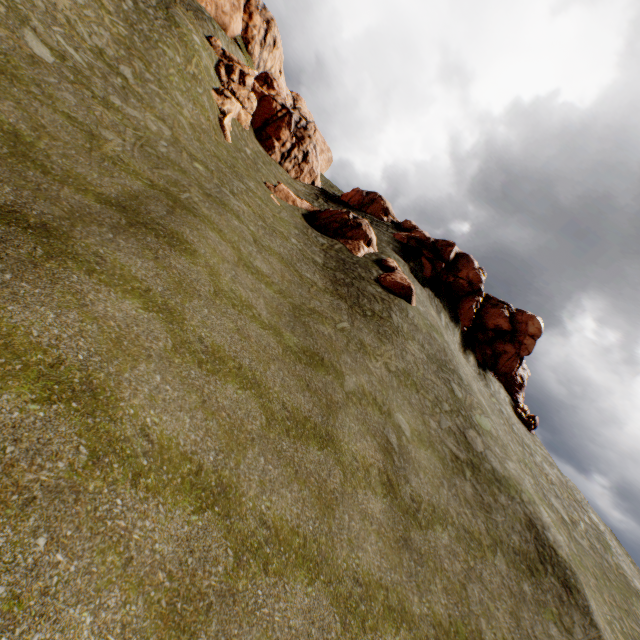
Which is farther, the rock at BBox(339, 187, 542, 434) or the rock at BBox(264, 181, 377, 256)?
the rock at BBox(339, 187, 542, 434)

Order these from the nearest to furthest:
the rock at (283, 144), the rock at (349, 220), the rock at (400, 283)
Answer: the rock at (400, 283) → the rock at (349, 220) → the rock at (283, 144)

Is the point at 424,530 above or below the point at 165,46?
below

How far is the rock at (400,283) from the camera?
21.7m
